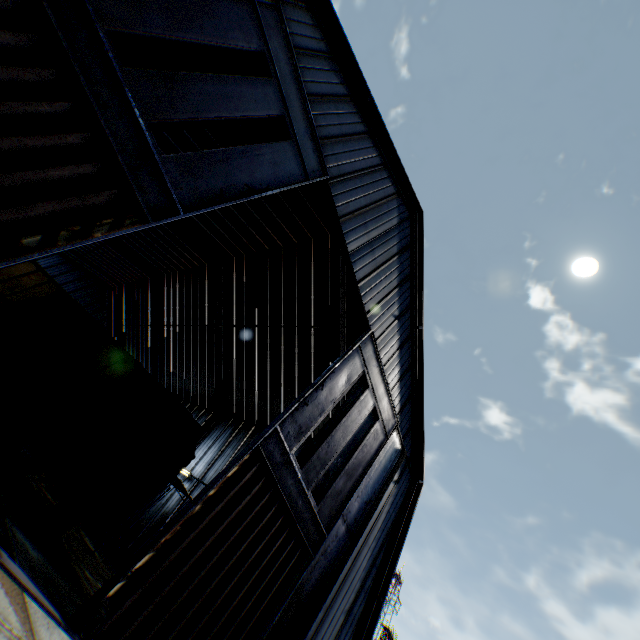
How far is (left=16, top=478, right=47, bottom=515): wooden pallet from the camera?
9.8m

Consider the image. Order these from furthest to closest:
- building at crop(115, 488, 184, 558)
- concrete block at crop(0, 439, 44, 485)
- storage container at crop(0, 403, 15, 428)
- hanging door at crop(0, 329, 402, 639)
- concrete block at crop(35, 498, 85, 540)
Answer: building at crop(115, 488, 184, 558)
storage container at crop(0, 403, 15, 428)
concrete block at crop(35, 498, 85, 540)
concrete block at crop(0, 439, 44, 485)
hanging door at crop(0, 329, 402, 639)

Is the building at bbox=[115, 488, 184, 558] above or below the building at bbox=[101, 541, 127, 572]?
above

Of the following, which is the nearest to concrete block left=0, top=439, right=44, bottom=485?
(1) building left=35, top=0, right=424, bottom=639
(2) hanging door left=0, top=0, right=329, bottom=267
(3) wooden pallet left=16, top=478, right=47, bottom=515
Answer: (3) wooden pallet left=16, top=478, right=47, bottom=515

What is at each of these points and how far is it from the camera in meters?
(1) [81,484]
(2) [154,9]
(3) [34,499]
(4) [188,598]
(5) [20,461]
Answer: (1) train, 8.4
(2) hanging door, 6.5
(3) wooden pallet, 9.9
(4) hanging door, 6.9
(5) concrete block, 8.3

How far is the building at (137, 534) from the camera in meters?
20.1 m

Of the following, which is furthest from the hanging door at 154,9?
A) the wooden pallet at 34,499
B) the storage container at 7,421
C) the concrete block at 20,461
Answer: the storage container at 7,421

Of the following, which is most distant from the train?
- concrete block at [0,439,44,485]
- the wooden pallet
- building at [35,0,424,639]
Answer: building at [35,0,424,639]
